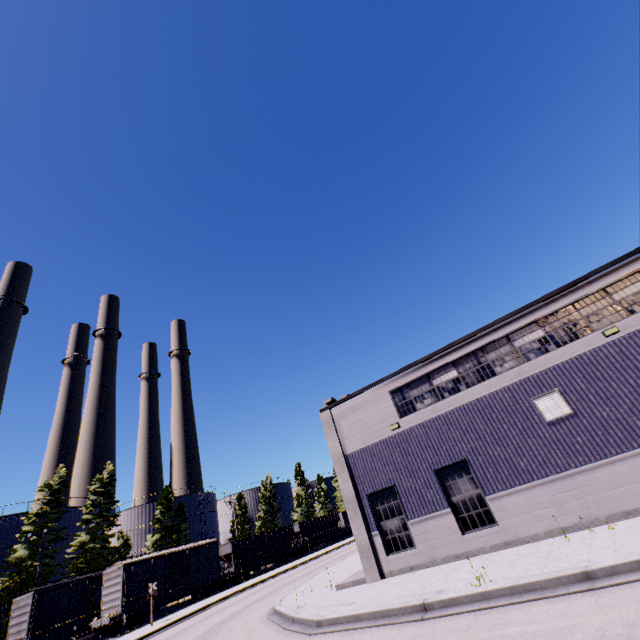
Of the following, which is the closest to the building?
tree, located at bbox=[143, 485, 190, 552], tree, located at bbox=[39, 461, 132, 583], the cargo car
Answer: the cargo car

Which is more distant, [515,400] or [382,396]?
[382,396]

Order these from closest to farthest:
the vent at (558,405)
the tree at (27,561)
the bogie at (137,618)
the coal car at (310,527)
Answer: the vent at (558,405) → the bogie at (137,618) → the tree at (27,561) → the coal car at (310,527)

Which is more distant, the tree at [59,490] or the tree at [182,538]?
the tree at [182,538]

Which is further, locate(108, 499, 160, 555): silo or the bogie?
locate(108, 499, 160, 555): silo

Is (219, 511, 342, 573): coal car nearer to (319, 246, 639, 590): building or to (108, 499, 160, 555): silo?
(319, 246, 639, 590): building

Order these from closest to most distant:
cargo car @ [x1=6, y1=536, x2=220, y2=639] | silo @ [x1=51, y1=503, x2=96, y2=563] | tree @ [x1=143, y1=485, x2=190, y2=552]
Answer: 1. cargo car @ [x1=6, y1=536, x2=220, y2=639]
2. silo @ [x1=51, y1=503, x2=96, y2=563]
3. tree @ [x1=143, y1=485, x2=190, y2=552]

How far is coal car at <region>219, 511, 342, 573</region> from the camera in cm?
3859
